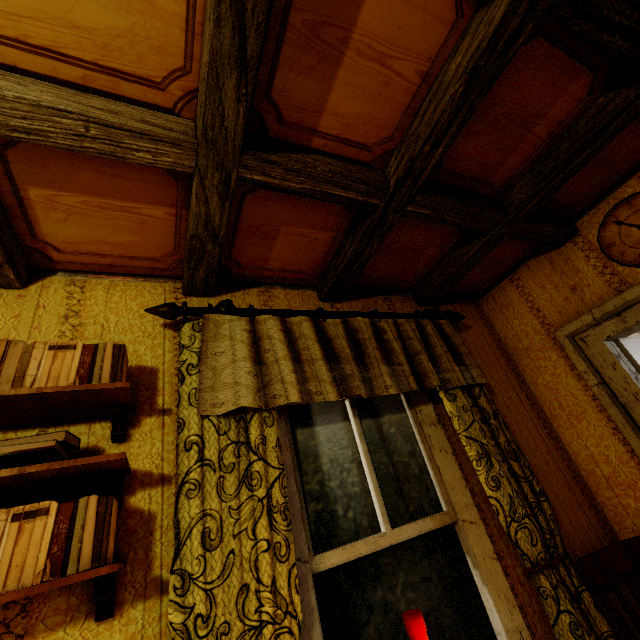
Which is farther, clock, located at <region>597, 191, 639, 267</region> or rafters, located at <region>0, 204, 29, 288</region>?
clock, located at <region>597, 191, 639, 267</region>

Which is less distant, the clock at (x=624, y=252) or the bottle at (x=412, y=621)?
the bottle at (x=412, y=621)

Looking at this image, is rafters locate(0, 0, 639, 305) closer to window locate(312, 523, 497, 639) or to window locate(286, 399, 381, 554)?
window locate(286, 399, 381, 554)

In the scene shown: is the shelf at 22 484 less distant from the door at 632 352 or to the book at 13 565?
the book at 13 565

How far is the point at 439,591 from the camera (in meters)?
1.49

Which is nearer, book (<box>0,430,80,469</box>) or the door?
book (<box>0,430,80,469</box>)

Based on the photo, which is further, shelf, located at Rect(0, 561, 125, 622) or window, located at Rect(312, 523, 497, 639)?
window, located at Rect(312, 523, 497, 639)

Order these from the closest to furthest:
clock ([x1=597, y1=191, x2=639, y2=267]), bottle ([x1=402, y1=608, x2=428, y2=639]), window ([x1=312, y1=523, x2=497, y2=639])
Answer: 1. bottle ([x1=402, y1=608, x2=428, y2=639])
2. window ([x1=312, y1=523, x2=497, y2=639])
3. clock ([x1=597, y1=191, x2=639, y2=267])
